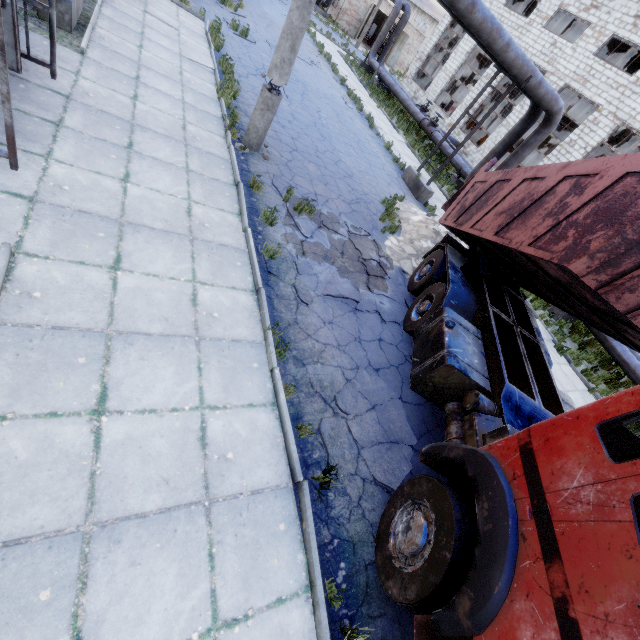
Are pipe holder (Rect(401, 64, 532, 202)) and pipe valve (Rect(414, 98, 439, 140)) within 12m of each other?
yes

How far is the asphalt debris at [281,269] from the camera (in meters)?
5.91

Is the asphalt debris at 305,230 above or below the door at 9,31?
below

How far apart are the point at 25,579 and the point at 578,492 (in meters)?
4.14

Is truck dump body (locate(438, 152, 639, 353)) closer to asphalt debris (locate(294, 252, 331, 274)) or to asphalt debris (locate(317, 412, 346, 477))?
asphalt debris (locate(294, 252, 331, 274))

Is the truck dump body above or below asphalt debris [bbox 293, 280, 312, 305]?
above

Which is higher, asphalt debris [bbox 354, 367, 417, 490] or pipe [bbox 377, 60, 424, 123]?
pipe [bbox 377, 60, 424, 123]

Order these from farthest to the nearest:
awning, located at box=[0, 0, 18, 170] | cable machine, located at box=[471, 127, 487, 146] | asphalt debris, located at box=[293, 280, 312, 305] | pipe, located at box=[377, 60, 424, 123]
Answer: cable machine, located at box=[471, 127, 487, 146] < pipe, located at box=[377, 60, 424, 123] < asphalt debris, located at box=[293, 280, 312, 305] < awning, located at box=[0, 0, 18, 170]
